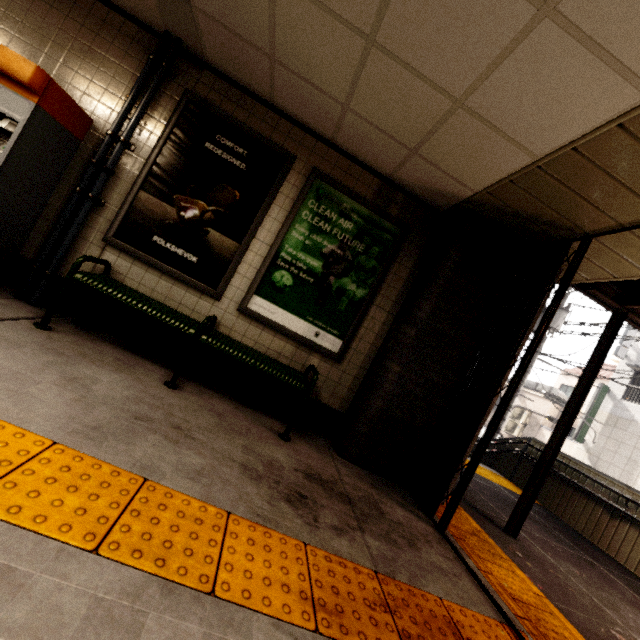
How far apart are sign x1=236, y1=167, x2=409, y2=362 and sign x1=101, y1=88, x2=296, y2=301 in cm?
19

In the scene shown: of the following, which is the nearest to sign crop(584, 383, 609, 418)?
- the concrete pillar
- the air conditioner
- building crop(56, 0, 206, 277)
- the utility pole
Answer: the air conditioner

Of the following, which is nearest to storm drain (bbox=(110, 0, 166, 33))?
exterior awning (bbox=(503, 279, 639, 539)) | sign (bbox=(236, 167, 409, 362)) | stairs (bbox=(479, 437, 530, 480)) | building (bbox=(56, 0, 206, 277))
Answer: building (bbox=(56, 0, 206, 277))

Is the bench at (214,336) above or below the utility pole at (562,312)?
below

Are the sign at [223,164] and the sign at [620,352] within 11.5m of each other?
no

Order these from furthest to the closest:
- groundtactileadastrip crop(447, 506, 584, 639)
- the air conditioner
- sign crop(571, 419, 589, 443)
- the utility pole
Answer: the air conditioner → sign crop(571, 419, 589, 443) → the utility pole → groundtactileadastrip crop(447, 506, 584, 639)

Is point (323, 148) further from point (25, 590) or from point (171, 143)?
point (25, 590)

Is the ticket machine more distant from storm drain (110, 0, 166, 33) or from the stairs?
the stairs
